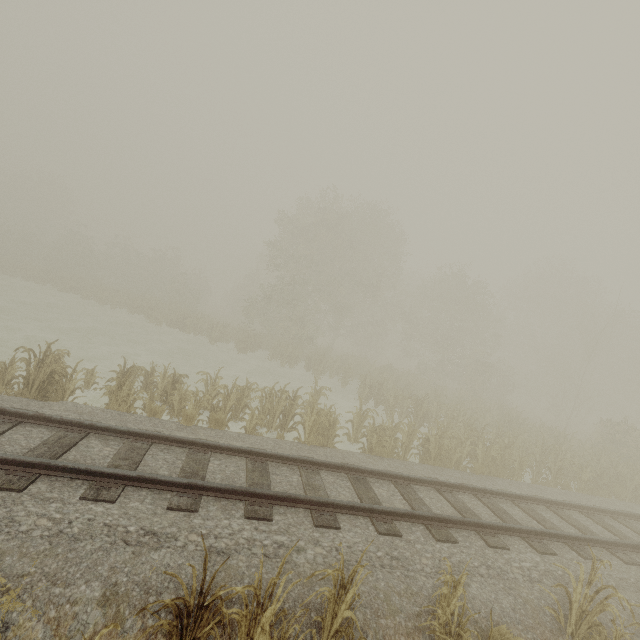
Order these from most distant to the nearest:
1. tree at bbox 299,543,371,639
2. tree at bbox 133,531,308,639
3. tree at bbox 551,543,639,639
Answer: tree at bbox 551,543,639,639
tree at bbox 299,543,371,639
tree at bbox 133,531,308,639

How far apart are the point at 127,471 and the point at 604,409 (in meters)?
45.11

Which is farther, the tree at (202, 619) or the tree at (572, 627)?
the tree at (572, 627)

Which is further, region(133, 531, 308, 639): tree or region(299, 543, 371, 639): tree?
region(299, 543, 371, 639): tree

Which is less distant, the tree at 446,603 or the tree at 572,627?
the tree at 446,603

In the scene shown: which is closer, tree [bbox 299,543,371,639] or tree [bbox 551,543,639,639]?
tree [bbox 299,543,371,639]
